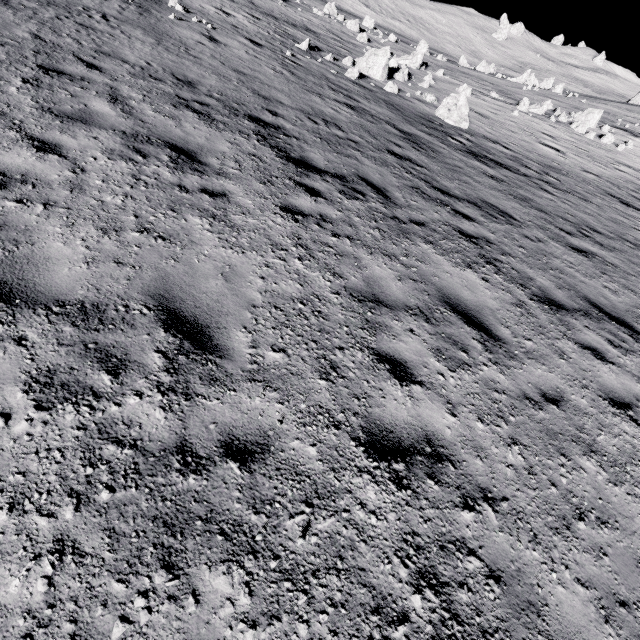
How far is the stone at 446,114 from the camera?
15.49m

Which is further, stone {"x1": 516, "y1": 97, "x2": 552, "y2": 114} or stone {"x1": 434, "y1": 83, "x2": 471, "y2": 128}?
stone {"x1": 516, "y1": 97, "x2": 552, "y2": 114}

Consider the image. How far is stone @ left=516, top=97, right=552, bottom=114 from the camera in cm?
2366

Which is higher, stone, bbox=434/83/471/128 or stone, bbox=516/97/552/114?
stone, bbox=516/97/552/114

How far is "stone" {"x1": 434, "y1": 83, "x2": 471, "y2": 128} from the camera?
15.49m

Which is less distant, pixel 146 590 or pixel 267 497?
pixel 146 590

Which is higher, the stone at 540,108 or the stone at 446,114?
the stone at 540,108
